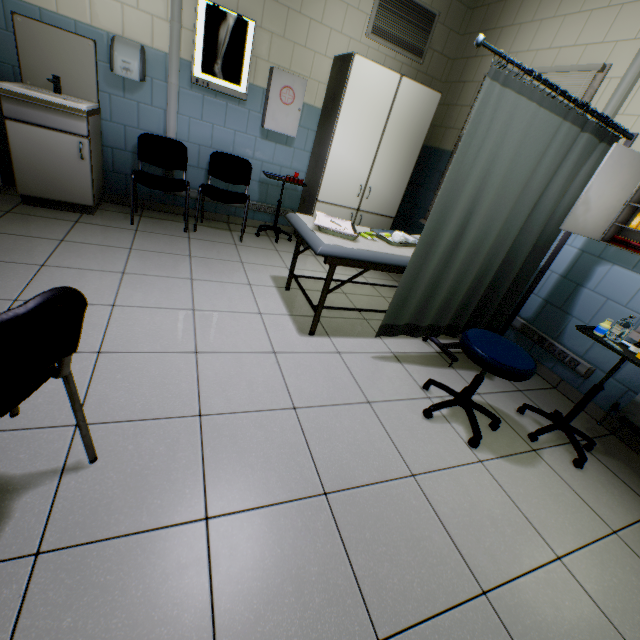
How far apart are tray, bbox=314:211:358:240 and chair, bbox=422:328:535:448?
1.2m

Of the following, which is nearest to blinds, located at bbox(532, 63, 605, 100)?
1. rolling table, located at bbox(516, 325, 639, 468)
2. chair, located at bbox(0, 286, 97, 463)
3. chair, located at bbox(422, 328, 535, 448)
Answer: rolling table, located at bbox(516, 325, 639, 468)

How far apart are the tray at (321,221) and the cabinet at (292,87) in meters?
1.8 m

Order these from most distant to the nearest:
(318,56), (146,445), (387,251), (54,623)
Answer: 1. (318,56)
2. (387,251)
3. (146,445)
4. (54,623)

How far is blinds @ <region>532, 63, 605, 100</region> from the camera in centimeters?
267cm

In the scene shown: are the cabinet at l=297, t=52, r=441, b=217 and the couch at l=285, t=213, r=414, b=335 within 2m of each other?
yes

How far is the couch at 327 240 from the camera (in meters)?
2.18

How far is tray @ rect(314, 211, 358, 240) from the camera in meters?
2.3 m
